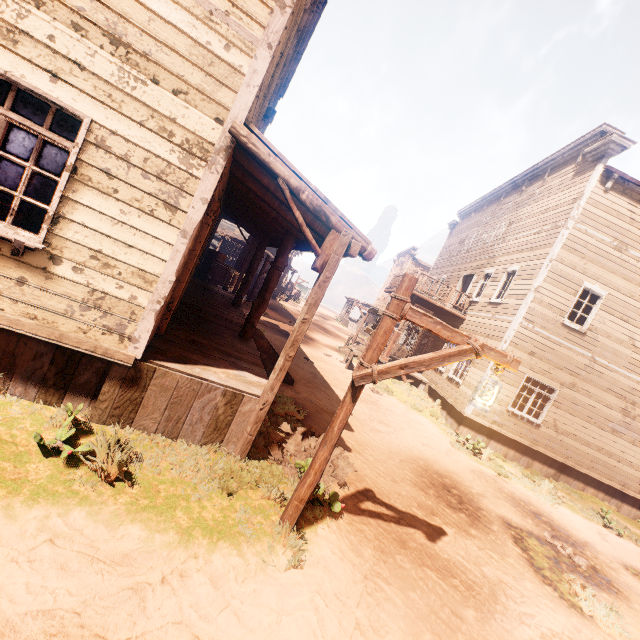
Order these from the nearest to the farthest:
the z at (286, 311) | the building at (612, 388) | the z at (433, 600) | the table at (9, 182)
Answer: the z at (433, 600)
the table at (9, 182)
the building at (612, 388)
the z at (286, 311)

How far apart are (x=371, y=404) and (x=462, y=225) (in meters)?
17.79

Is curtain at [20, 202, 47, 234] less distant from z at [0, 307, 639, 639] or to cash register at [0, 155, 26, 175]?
z at [0, 307, 639, 639]

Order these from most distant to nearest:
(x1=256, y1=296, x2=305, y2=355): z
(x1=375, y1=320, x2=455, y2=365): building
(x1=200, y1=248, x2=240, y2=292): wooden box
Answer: (x1=375, y1=320, x2=455, y2=365): building → (x1=200, y1=248, x2=240, y2=292): wooden box → (x1=256, y1=296, x2=305, y2=355): z

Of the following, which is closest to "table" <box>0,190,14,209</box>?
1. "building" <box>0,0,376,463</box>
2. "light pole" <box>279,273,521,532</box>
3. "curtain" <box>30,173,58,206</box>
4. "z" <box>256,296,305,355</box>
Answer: "building" <box>0,0,376,463</box>

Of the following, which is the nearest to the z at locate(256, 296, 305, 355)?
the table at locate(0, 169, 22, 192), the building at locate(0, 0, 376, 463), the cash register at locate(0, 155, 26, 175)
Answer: the building at locate(0, 0, 376, 463)

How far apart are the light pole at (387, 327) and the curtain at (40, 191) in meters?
3.8 m

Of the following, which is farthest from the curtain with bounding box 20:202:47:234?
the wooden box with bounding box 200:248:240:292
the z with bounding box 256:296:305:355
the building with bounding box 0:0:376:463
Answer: the wooden box with bounding box 200:248:240:292
